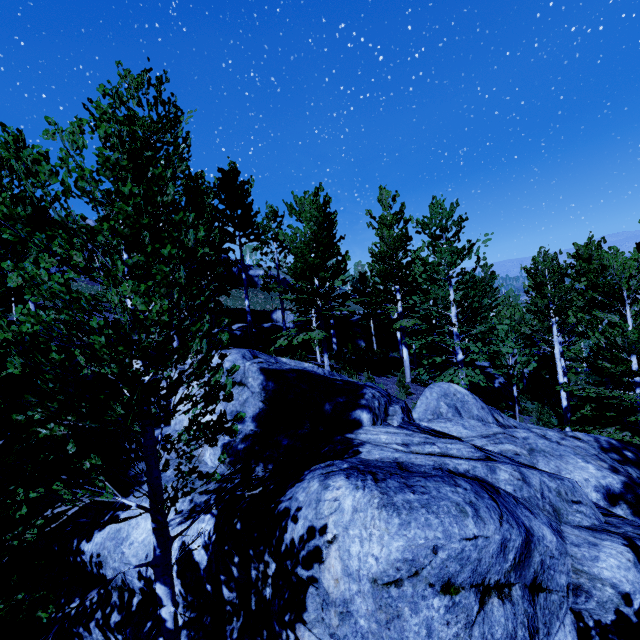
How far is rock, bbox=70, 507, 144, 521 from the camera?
5.36m

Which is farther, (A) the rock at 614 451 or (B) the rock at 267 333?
(B) the rock at 267 333

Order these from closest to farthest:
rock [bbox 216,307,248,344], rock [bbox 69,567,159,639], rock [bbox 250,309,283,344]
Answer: rock [bbox 69,567,159,639]
rock [bbox 216,307,248,344]
rock [bbox 250,309,283,344]

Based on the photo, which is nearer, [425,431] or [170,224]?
[170,224]

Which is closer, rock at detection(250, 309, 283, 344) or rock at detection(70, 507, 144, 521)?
rock at detection(70, 507, 144, 521)

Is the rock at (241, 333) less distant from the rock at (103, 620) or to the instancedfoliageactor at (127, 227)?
the instancedfoliageactor at (127, 227)

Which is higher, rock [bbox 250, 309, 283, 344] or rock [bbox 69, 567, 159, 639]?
rock [bbox 250, 309, 283, 344]
